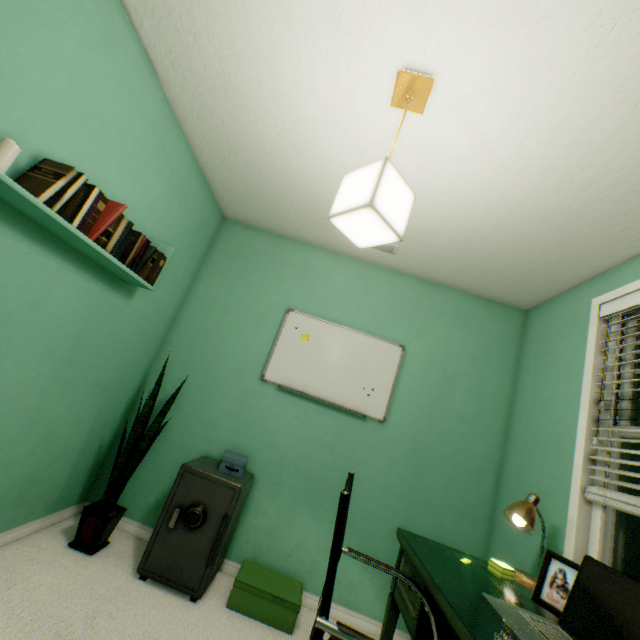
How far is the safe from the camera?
Answer: 1.78m

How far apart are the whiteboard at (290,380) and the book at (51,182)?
1.6 meters

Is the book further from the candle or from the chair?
the chair

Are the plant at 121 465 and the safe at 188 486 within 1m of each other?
yes

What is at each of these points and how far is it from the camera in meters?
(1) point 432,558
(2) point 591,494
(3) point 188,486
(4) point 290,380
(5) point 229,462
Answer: (1) desk, 1.4
(2) blinds, 1.6
(3) safe, 1.9
(4) whiteboard, 2.5
(5) box, 2.1

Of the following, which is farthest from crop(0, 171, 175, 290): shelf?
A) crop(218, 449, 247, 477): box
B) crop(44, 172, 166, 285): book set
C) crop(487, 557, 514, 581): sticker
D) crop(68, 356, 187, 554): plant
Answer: crop(487, 557, 514, 581): sticker

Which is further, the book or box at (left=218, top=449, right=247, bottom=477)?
box at (left=218, top=449, right=247, bottom=477)

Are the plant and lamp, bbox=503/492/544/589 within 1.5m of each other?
no
